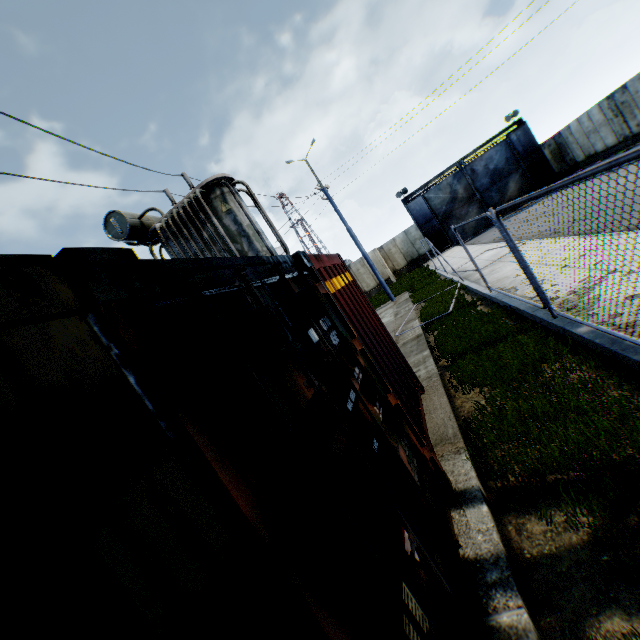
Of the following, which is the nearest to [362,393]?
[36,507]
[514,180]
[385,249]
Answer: [36,507]

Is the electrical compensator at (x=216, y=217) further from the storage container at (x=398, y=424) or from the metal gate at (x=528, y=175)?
the metal gate at (x=528, y=175)

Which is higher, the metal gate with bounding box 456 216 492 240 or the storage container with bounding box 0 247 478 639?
the storage container with bounding box 0 247 478 639

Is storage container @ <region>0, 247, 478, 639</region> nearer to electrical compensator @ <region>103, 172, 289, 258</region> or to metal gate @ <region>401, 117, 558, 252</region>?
electrical compensator @ <region>103, 172, 289, 258</region>

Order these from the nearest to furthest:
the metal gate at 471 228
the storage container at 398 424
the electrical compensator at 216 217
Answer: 1. the storage container at 398 424
2. the electrical compensator at 216 217
3. the metal gate at 471 228

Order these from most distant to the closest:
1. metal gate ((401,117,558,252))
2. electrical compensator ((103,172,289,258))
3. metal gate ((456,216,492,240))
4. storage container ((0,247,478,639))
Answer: metal gate ((456,216,492,240))
metal gate ((401,117,558,252))
electrical compensator ((103,172,289,258))
storage container ((0,247,478,639))

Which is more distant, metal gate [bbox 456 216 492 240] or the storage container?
metal gate [bbox 456 216 492 240]
